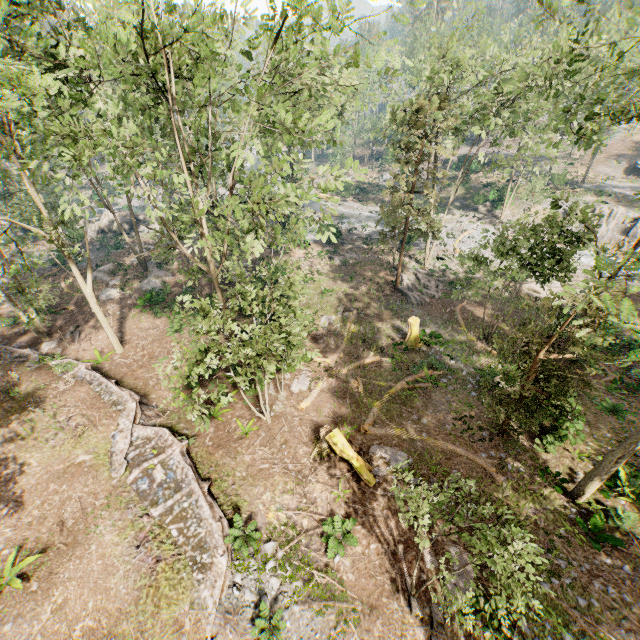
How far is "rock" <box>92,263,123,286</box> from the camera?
30.7m

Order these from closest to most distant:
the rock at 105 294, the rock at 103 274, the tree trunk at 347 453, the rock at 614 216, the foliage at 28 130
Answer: the foliage at 28 130
the tree trunk at 347 453
the rock at 105 294
the rock at 103 274
the rock at 614 216

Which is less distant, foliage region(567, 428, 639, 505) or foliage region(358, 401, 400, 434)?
foliage region(567, 428, 639, 505)

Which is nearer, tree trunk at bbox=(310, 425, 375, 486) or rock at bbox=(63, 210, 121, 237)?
tree trunk at bbox=(310, 425, 375, 486)

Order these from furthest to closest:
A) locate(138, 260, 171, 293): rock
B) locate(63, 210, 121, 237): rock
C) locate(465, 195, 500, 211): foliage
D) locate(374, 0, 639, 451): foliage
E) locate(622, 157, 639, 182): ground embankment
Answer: locate(622, 157, 639, 182): ground embankment, locate(465, 195, 500, 211): foliage, locate(63, 210, 121, 237): rock, locate(138, 260, 171, 293): rock, locate(374, 0, 639, 451): foliage

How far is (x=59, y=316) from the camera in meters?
26.4

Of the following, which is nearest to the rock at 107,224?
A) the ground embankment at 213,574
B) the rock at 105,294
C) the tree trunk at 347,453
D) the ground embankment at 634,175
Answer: the rock at 105,294

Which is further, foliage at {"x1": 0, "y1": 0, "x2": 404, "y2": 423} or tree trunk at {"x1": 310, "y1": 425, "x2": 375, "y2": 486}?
tree trunk at {"x1": 310, "y1": 425, "x2": 375, "y2": 486}
